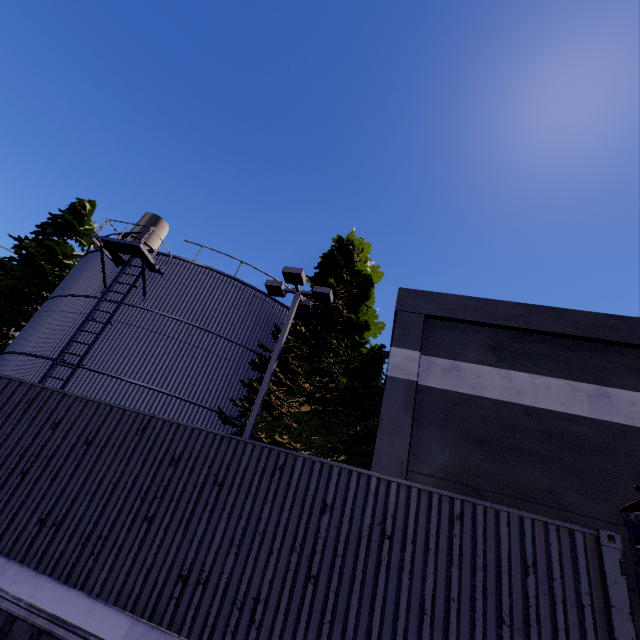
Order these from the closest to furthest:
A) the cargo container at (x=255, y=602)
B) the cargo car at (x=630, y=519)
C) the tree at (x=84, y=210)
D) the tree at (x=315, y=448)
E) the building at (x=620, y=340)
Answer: the cargo container at (x=255, y=602)
the cargo car at (x=630, y=519)
the building at (x=620, y=340)
the tree at (x=315, y=448)
the tree at (x=84, y=210)

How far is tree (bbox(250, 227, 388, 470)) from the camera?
10.8 meters

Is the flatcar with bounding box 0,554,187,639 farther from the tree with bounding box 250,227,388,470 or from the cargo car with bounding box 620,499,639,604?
the tree with bounding box 250,227,388,470

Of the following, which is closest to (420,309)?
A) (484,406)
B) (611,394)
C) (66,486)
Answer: (484,406)

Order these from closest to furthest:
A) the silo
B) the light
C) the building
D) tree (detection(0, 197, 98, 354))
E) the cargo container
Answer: the cargo container < the building < the light < the silo < tree (detection(0, 197, 98, 354))

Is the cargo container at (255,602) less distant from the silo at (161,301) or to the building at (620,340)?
the silo at (161,301)

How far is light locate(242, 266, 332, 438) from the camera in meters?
9.4 m

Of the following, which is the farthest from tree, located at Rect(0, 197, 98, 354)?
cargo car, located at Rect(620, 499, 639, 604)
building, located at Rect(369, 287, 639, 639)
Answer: cargo car, located at Rect(620, 499, 639, 604)
